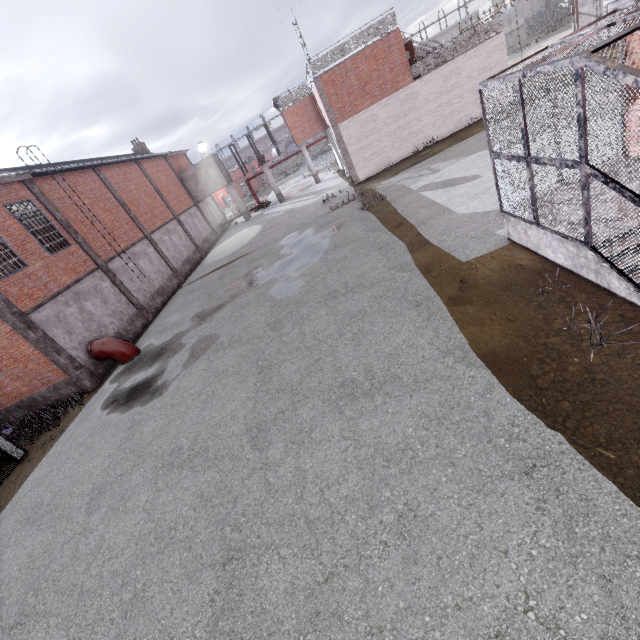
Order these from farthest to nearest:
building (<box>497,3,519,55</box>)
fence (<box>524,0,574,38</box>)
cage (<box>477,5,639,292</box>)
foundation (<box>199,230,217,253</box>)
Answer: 1. building (<box>497,3,519,55</box>)
2. foundation (<box>199,230,217,253</box>)
3. fence (<box>524,0,574,38</box>)
4. cage (<box>477,5,639,292</box>)

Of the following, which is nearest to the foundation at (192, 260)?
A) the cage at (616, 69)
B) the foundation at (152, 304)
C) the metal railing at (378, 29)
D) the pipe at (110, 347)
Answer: A: the foundation at (152, 304)

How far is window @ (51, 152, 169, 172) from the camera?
18.2m

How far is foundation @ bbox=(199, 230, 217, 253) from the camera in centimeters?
3062cm

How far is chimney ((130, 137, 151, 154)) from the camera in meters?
32.1

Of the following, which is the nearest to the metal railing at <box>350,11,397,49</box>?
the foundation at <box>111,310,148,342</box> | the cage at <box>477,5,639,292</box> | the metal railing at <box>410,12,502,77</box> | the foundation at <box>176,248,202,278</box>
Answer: the cage at <box>477,5,639,292</box>

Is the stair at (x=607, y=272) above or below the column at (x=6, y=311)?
below

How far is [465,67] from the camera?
21.2m
